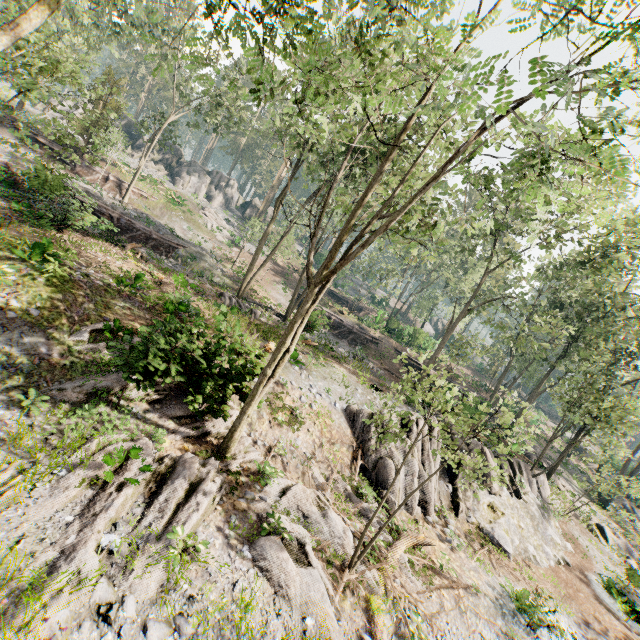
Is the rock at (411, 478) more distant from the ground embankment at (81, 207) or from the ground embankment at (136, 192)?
the ground embankment at (136, 192)

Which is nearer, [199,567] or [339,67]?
[199,567]

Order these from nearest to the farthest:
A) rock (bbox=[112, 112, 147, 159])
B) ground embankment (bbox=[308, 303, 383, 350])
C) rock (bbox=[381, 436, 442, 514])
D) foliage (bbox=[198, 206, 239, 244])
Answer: rock (bbox=[381, 436, 442, 514])
ground embankment (bbox=[308, 303, 383, 350])
foliage (bbox=[198, 206, 239, 244])
rock (bbox=[112, 112, 147, 159])

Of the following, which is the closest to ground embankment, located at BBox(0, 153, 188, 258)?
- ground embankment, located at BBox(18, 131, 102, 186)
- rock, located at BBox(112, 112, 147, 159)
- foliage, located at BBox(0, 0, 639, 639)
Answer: foliage, located at BBox(0, 0, 639, 639)

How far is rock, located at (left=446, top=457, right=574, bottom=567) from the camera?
16.4m

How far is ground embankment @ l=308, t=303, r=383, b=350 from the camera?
18.5m

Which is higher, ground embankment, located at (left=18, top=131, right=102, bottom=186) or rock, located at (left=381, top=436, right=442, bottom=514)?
ground embankment, located at (left=18, top=131, right=102, bottom=186)

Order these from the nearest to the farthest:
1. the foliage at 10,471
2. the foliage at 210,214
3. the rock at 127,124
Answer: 1. the foliage at 10,471
2. the foliage at 210,214
3. the rock at 127,124
